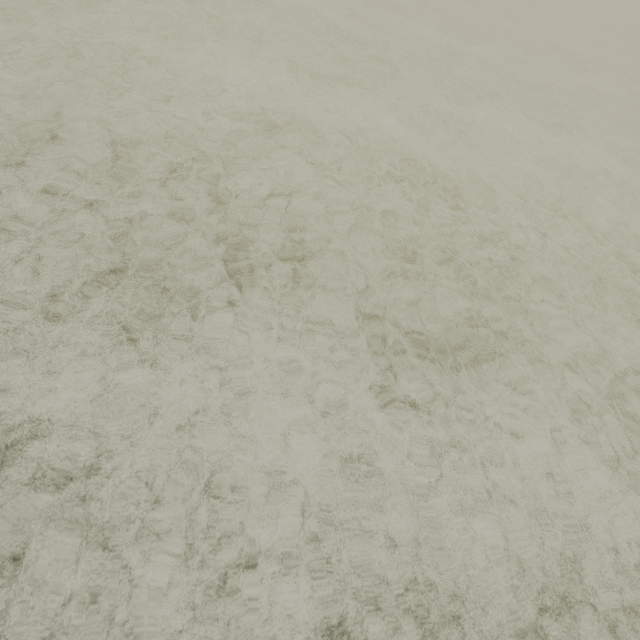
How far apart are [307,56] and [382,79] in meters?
1.7
